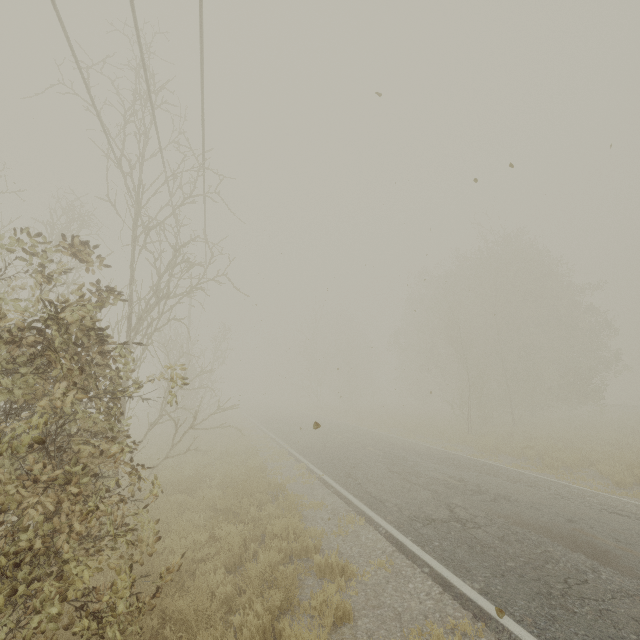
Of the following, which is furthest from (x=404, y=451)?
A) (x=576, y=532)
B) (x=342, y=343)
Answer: (x=342, y=343)
